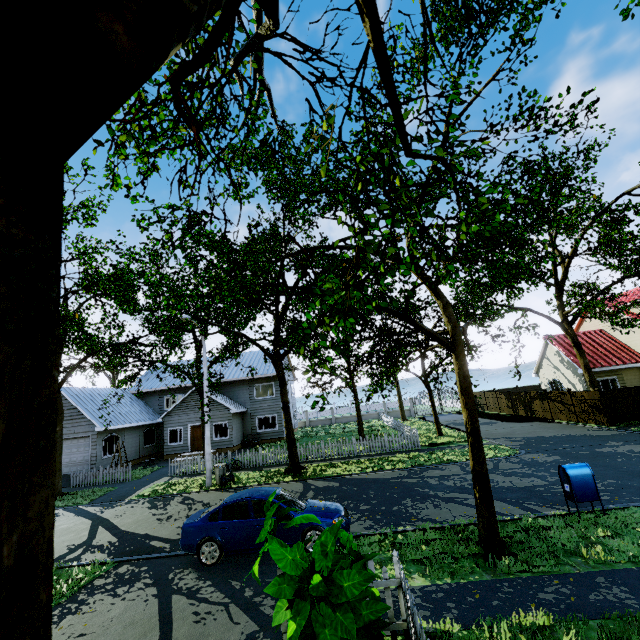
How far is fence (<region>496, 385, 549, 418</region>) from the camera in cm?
2636

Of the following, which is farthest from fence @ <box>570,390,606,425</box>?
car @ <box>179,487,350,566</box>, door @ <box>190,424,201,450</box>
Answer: door @ <box>190,424,201,450</box>

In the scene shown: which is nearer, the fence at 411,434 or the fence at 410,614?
the fence at 410,614

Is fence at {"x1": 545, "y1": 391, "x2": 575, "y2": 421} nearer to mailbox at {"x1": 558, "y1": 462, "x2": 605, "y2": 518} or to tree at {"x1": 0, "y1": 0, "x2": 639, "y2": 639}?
tree at {"x1": 0, "y1": 0, "x2": 639, "y2": 639}

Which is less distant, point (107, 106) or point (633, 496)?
point (107, 106)

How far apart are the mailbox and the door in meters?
25.4

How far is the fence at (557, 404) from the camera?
23.2 meters

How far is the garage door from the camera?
22.8m
